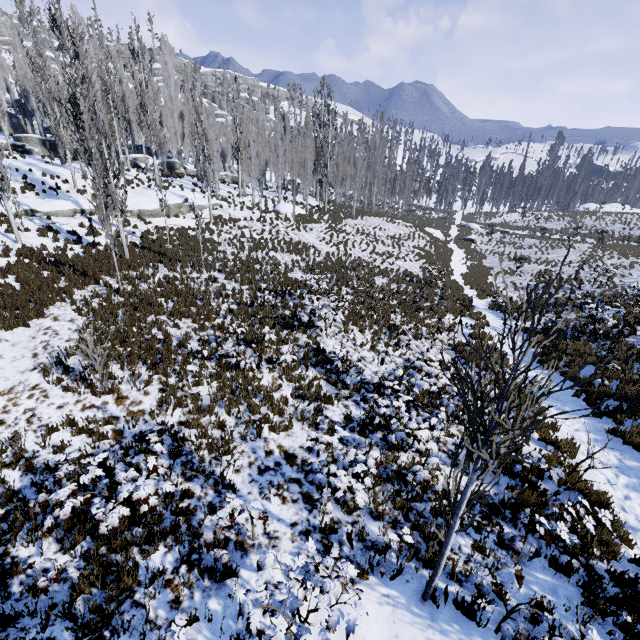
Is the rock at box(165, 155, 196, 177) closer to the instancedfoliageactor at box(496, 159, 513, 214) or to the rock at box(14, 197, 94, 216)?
the instancedfoliageactor at box(496, 159, 513, 214)

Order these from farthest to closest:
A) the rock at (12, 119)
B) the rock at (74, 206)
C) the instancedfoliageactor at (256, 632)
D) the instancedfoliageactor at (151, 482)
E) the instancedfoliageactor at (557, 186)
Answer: the instancedfoliageactor at (557, 186) < the rock at (12, 119) < the rock at (74, 206) < the instancedfoliageactor at (151, 482) < the instancedfoliageactor at (256, 632)

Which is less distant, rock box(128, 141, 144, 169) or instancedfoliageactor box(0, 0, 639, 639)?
instancedfoliageactor box(0, 0, 639, 639)

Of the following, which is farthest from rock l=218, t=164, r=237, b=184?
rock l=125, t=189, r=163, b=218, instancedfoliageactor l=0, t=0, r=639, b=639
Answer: rock l=125, t=189, r=163, b=218

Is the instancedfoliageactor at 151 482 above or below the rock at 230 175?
below

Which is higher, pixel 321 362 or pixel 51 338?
pixel 51 338

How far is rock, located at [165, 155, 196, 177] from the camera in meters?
36.4
